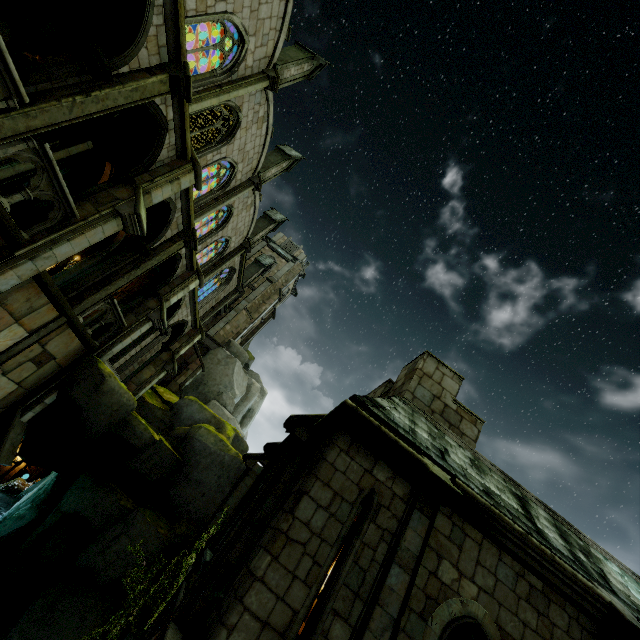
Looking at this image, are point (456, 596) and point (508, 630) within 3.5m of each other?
yes

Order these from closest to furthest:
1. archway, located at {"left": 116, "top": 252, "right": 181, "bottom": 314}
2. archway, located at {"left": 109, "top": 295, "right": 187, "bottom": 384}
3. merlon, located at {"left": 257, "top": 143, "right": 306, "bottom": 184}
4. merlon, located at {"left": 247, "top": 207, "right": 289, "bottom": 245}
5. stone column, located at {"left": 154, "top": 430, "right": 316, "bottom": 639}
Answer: stone column, located at {"left": 154, "top": 430, "right": 316, "bottom": 639} < archway, located at {"left": 116, "top": 252, "right": 181, "bottom": 314} < archway, located at {"left": 109, "top": 295, "right": 187, "bottom": 384} < merlon, located at {"left": 257, "top": 143, "right": 306, "bottom": 184} < merlon, located at {"left": 247, "top": 207, "right": 289, "bottom": 245}

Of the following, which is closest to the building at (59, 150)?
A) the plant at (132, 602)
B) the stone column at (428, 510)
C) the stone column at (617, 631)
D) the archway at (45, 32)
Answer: the archway at (45, 32)

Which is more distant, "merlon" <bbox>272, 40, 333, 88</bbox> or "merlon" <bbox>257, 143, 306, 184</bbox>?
"merlon" <bbox>257, 143, 306, 184</bbox>

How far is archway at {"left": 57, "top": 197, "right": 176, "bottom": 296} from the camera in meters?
10.7

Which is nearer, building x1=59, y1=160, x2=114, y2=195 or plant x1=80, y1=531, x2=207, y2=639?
plant x1=80, y1=531, x2=207, y2=639

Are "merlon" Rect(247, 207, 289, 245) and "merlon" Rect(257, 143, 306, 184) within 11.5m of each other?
yes

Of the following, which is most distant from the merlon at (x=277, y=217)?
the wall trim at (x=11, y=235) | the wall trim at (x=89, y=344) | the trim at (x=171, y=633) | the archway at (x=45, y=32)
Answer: the trim at (x=171, y=633)
